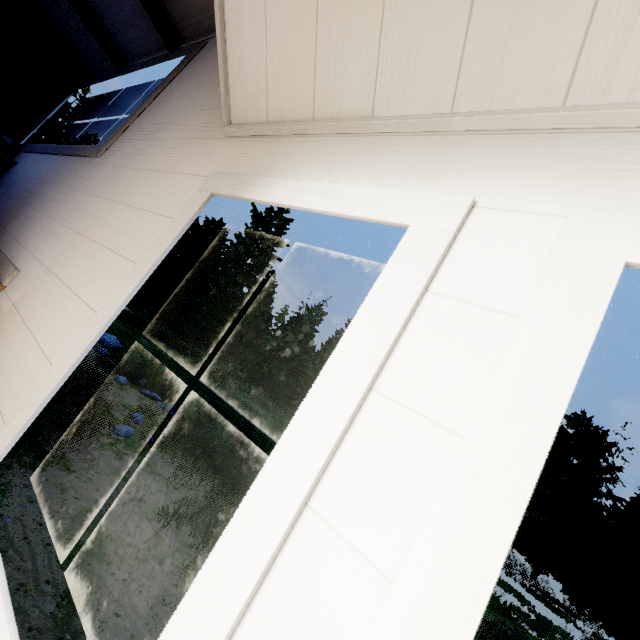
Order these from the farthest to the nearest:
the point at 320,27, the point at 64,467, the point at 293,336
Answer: the point at 293,336 → the point at 64,467 → the point at 320,27

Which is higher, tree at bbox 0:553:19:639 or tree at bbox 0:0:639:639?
tree at bbox 0:0:639:639

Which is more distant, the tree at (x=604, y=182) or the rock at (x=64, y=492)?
the rock at (x=64, y=492)

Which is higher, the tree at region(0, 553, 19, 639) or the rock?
the tree at region(0, 553, 19, 639)

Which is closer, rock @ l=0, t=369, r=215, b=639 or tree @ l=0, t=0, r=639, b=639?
tree @ l=0, t=0, r=639, b=639
